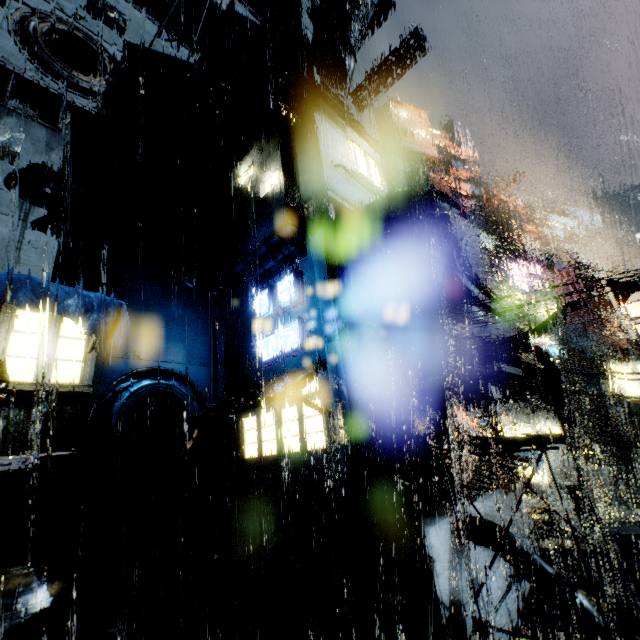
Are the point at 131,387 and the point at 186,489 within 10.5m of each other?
yes

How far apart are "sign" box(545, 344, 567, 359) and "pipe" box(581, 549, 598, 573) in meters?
12.3 m

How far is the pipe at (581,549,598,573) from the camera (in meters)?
15.11

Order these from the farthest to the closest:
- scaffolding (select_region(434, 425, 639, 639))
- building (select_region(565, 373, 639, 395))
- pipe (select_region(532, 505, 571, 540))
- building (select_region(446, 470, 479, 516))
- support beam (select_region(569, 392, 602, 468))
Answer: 1. building (select_region(565, 373, 639, 395))
2. support beam (select_region(569, 392, 602, 468))
3. pipe (select_region(532, 505, 571, 540))
4. building (select_region(446, 470, 479, 516))
5. scaffolding (select_region(434, 425, 639, 639))

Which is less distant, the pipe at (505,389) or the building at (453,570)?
the building at (453,570)

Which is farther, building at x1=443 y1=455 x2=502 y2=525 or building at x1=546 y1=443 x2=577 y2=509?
building at x1=546 y1=443 x2=577 y2=509

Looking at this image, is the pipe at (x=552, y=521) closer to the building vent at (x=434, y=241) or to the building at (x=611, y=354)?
the building at (x=611, y=354)

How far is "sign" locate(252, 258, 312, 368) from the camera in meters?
14.4
